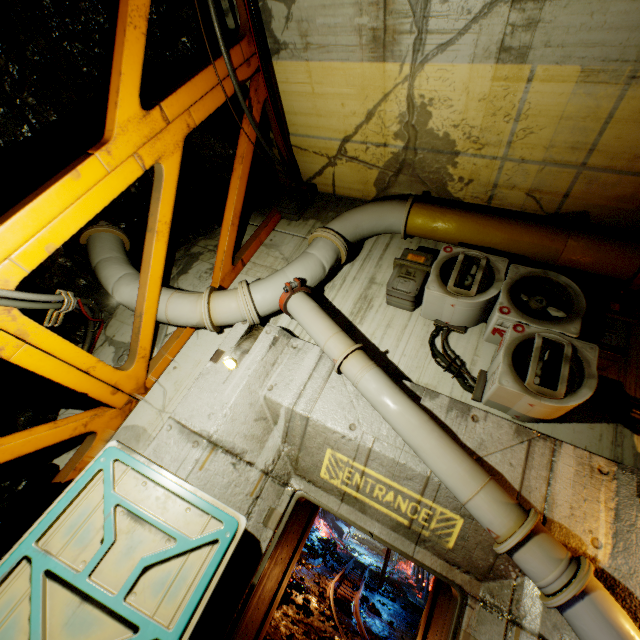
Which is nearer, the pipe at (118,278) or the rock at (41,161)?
the rock at (41,161)

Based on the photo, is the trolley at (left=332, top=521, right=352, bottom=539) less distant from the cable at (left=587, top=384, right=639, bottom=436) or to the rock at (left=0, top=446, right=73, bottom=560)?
the rock at (left=0, top=446, right=73, bottom=560)

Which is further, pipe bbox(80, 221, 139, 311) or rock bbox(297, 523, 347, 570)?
rock bbox(297, 523, 347, 570)

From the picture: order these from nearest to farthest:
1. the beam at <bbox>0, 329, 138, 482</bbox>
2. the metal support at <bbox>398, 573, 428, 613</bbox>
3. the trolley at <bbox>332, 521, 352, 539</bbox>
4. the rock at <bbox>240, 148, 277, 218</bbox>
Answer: the beam at <bbox>0, 329, 138, 482</bbox>, the rock at <bbox>240, 148, 277, 218</bbox>, the metal support at <bbox>398, 573, 428, 613</bbox>, the trolley at <bbox>332, 521, 352, 539</bbox>

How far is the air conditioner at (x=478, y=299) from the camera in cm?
313

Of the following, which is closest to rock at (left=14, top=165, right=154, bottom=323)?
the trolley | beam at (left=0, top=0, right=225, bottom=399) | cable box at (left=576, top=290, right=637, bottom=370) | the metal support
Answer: beam at (left=0, top=0, right=225, bottom=399)

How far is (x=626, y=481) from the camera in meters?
2.8 m

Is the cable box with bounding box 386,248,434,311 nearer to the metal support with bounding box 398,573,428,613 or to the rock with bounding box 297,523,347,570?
the rock with bounding box 297,523,347,570
